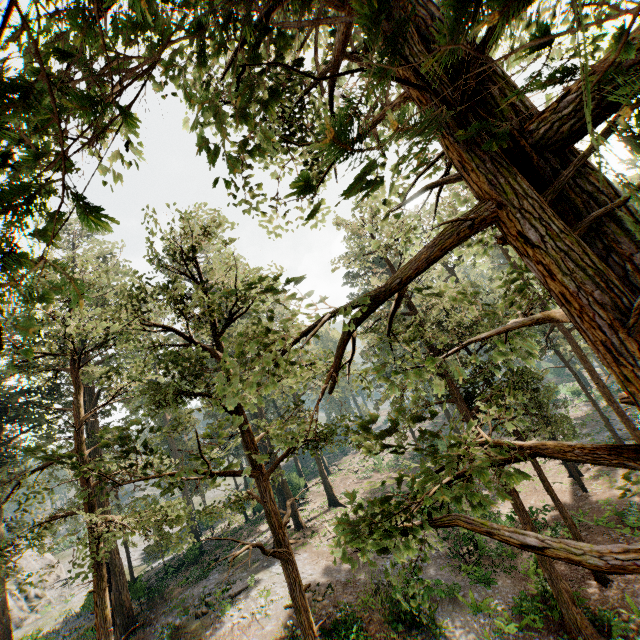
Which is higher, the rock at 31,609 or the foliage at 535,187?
the foliage at 535,187

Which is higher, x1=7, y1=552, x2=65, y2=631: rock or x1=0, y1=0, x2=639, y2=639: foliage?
x1=0, y1=0, x2=639, y2=639: foliage

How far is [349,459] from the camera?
54.5 meters

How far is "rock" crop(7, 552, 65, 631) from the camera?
34.0m

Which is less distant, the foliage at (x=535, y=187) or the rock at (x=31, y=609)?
the foliage at (x=535, y=187)

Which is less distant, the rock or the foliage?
the foliage
